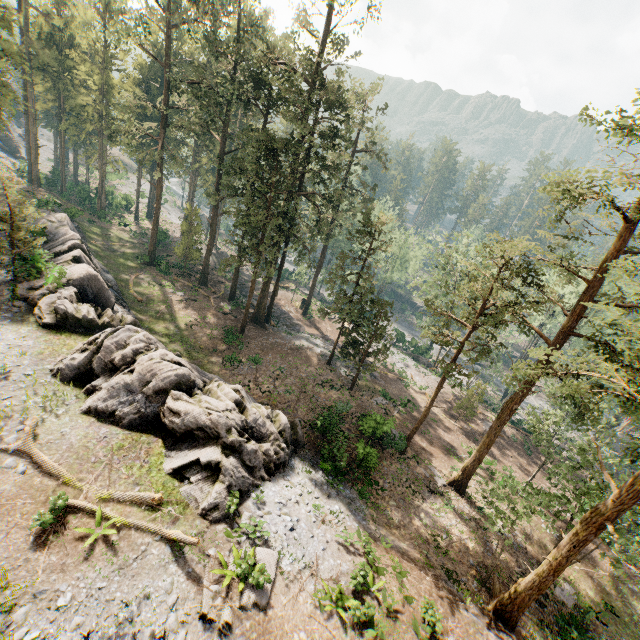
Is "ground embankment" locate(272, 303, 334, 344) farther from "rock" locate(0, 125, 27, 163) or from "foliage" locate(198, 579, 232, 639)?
"rock" locate(0, 125, 27, 163)

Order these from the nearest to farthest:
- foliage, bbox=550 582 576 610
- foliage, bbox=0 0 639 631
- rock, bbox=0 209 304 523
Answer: rock, bbox=0 209 304 523, foliage, bbox=0 0 639 631, foliage, bbox=550 582 576 610

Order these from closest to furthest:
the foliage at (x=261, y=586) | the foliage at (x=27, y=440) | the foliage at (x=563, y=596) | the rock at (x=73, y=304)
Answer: the foliage at (x=261, y=586) < the foliage at (x=27, y=440) < the rock at (x=73, y=304) < the foliage at (x=563, y=596)

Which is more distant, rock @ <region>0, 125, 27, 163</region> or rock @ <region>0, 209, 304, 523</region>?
rock @ <region>0, 125, 27, 163</region>

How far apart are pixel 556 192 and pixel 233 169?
25.7 meters

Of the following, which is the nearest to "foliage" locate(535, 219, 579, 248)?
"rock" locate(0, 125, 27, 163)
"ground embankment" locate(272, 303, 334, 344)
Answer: "ground embankment" locate(272, 303, 334, 344)

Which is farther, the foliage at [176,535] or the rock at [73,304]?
the rock at [73,304]
